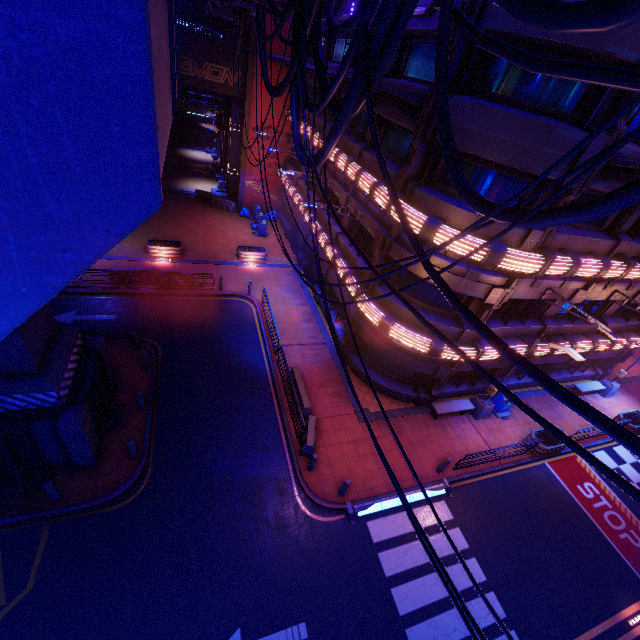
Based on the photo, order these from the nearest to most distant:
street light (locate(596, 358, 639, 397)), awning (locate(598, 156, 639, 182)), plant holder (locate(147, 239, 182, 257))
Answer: awning (locate(598, 156, 639, 182))
street light (locate(596, 358, 639, 397))
plant holder (locate(147, 239, 182, 257))

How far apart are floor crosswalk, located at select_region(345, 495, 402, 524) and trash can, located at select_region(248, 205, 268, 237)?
24.2m

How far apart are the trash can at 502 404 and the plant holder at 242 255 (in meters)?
18.02

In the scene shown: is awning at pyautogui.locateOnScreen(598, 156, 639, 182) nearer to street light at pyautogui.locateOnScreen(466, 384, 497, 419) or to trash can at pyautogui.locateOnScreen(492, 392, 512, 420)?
street light at pyautogui.locateOnScreen(466, 384, 497, 419)

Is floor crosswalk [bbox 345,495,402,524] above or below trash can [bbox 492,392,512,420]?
below

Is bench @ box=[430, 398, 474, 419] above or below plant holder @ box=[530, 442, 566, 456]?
above

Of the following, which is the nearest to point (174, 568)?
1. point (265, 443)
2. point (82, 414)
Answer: point (265, 443)

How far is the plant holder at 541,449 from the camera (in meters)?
16.02
